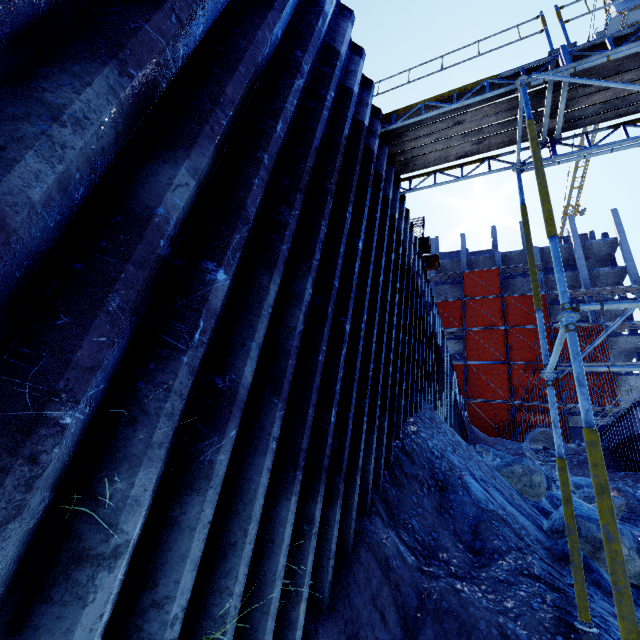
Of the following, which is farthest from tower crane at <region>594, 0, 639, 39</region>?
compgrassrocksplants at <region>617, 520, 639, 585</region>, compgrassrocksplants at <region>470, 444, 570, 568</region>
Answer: compgrassrocksplants at <region>617, 520, 639, 585</region>

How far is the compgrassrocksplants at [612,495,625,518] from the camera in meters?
11.4 m

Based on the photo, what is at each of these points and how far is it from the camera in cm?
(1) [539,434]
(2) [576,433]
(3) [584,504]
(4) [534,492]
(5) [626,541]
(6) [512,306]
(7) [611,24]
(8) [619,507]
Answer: (1) concrete pipe, 2122
(2) concrete column, 3195
(3) compgrassrocksplants, 970
(4) compgrassrocksplants, 836
(5) compgrassrocksplants, 473
(6) scaffolding, 3466
(7) tower crane, 3203
(8) compgrassrocksplants, 1146

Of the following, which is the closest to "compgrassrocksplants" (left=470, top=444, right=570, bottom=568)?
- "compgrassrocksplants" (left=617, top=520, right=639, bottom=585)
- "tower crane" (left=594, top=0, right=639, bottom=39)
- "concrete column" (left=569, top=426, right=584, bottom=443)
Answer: "compgrassrocksplants" (left=617, top=520, right=639, bottom=585)

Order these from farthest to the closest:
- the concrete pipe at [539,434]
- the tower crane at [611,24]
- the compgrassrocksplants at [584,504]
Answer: the tower crane at [611,24] < the concrete pipe at [539,434] < the compgrassrocksplants at [584,504]

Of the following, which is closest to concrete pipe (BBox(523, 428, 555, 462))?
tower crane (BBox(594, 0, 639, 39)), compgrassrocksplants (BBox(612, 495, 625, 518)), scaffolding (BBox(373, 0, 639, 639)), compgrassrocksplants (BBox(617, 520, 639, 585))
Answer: scaffolding (BBox(373, 0, 639, 639))

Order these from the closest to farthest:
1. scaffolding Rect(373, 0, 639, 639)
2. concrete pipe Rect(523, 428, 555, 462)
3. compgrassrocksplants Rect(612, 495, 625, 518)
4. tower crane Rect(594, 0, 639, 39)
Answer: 1. scaffolding Rect(373, 0, 639, 639)
2. compgrassrocksplants Rect(612, 495, 625, 518)
3. concrete pipe Rect(523, 428, 555, 462)
4. tower crane Rect(594, 0, 639, 39)

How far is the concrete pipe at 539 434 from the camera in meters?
19.8 m
